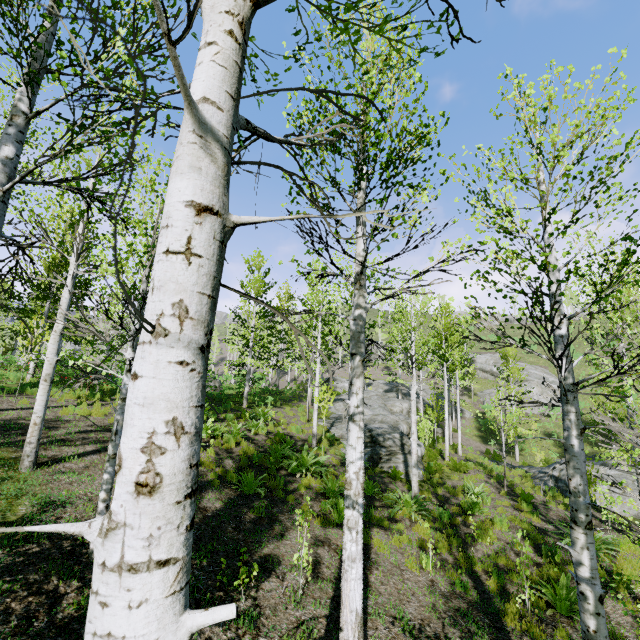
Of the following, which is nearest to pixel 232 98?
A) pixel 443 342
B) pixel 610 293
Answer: pixel 610 293

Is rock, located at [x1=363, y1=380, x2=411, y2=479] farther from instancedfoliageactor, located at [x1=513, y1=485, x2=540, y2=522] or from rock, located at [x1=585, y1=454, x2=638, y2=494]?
rock, located at [x1=585, y1=454, x2=638, y2=494]

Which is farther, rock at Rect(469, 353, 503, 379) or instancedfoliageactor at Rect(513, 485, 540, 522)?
rock at Rect(469, 353, 503, 379)

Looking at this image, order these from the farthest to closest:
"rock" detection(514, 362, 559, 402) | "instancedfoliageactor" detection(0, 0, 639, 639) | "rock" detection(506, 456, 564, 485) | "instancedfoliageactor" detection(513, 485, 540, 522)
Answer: "rock" detection(514, 362, 559, 402) → "rock" detection(506, 456, 564, 485) → "instancedfoliageactor" detection(513, 485, 540, 522) → "instancedfoliageactor" detection(0, 0, 639, 639)

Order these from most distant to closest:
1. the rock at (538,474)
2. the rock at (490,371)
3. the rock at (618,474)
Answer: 1. the rock at (490,371)
2. the rock at (538,474)
3. the rock at (618,474)

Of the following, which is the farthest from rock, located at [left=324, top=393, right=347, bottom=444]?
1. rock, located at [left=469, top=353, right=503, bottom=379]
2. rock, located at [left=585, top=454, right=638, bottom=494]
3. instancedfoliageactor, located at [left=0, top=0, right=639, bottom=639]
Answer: rock, located at [left=469, top=353, right=503, bottom=379]

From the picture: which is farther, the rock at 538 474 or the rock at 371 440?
the rock at 538 474

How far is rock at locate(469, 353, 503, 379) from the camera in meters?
42.2
